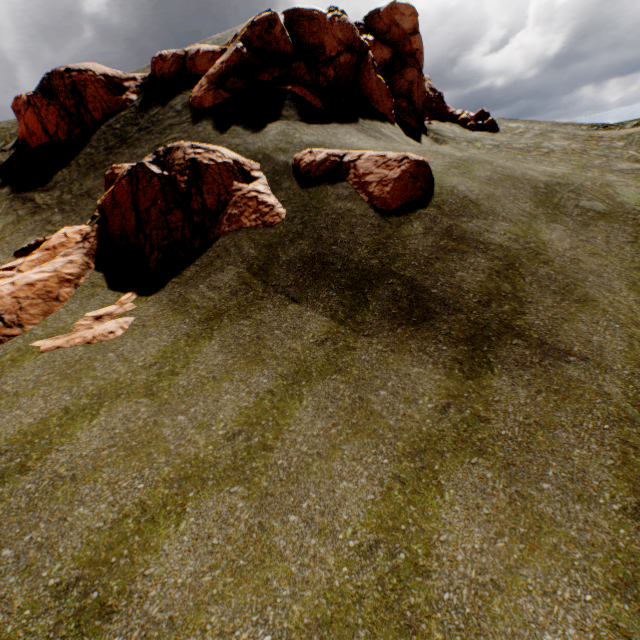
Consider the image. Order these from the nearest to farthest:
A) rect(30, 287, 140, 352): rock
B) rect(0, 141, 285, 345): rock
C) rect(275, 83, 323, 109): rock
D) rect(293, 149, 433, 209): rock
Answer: rect(30, 287, 140, 352): rock, rect(0, 141, 285, 345): rock, rect(293, 149, 433, 209): rock, rect(275, 83, 323, 109): rock

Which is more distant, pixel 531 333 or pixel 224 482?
pixel 531 333

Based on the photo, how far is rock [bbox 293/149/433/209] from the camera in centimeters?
1036cm

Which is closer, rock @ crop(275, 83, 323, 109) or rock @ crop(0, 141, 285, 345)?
rock @ crop(0, 141, 285, 345)

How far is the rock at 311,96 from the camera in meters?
15.5

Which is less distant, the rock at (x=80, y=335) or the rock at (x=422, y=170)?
the rock at (x=80, y=335)
